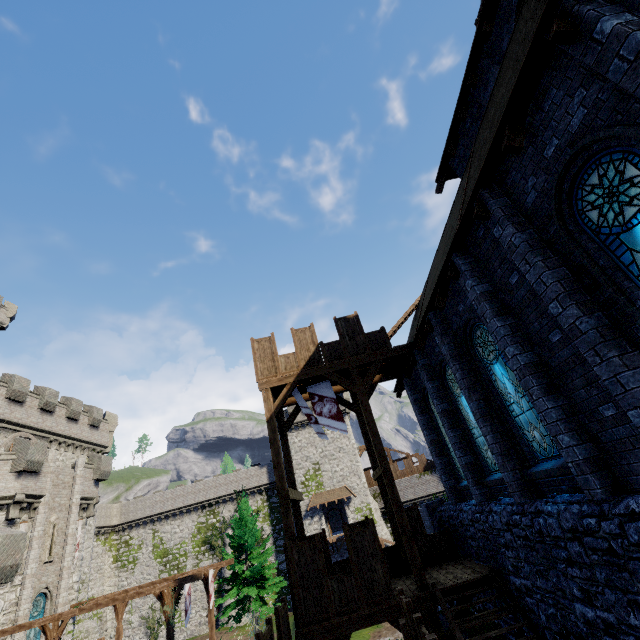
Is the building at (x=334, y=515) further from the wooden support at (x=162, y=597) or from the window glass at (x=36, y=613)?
the window glass at (x=36, y=613)

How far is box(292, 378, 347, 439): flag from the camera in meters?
12.9 m

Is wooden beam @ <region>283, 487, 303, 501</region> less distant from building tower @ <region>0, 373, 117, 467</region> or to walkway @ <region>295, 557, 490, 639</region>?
walkway @ <region>295, 557, 490, 639</region>

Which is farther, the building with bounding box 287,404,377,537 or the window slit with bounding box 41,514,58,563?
the building with bounding box 287,404,377,537

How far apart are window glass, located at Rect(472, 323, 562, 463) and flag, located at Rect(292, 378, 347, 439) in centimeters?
567cm

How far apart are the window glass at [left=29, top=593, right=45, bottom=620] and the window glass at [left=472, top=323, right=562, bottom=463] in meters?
29.2

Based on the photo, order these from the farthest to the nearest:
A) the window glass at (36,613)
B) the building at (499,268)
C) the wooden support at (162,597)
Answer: the window glass at (36,613) → the wooden support at (162,597) → the building at (499,268)

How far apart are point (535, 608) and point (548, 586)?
1.10m
